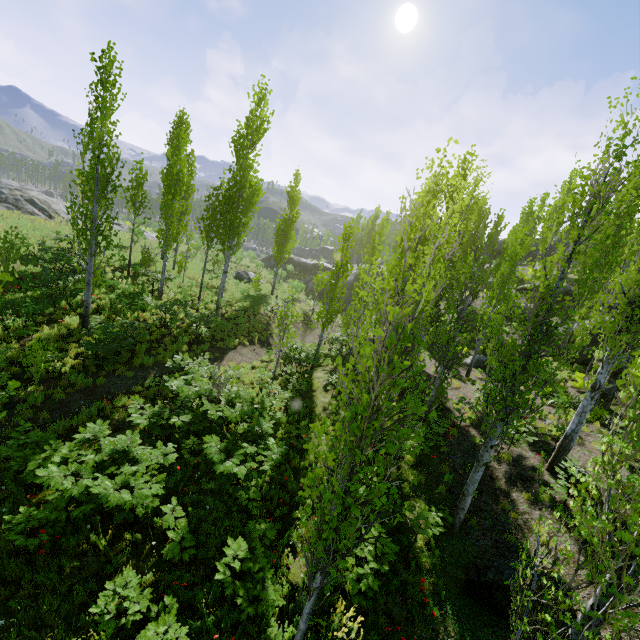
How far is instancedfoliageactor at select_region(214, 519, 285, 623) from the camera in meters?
5.5

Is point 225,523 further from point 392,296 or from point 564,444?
point 392,296

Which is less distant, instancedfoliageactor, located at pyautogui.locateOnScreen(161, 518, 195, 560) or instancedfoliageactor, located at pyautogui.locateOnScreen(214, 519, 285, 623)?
instancedfoliageactor, located at pyautogui.locateOnScreen(214, 519, 285, 623)

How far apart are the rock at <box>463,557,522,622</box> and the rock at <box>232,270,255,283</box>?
26.57m

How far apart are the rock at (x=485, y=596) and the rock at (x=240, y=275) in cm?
2657

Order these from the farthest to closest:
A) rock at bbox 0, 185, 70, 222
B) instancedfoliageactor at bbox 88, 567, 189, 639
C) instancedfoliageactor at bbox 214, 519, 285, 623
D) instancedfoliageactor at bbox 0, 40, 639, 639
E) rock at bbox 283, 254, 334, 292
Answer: rock at bbox 283, 254, 334, 292
rock at bbox 0, 185, 70, 222
instancedfoliageactor at bbox 214, 519, 285, 623
instancedfoliageactor at bbox 88, 567, 189, 639
instancedfoliageactor at bbox 0, 40, 639, 639

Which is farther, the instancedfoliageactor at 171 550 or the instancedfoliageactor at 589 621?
the instancedfoliageactor at 171 550

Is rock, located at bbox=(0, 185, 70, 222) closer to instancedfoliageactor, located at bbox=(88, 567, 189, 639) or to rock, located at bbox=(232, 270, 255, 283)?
instancedfoliageactor, located at bbox=(88, 567, 189, 639)
